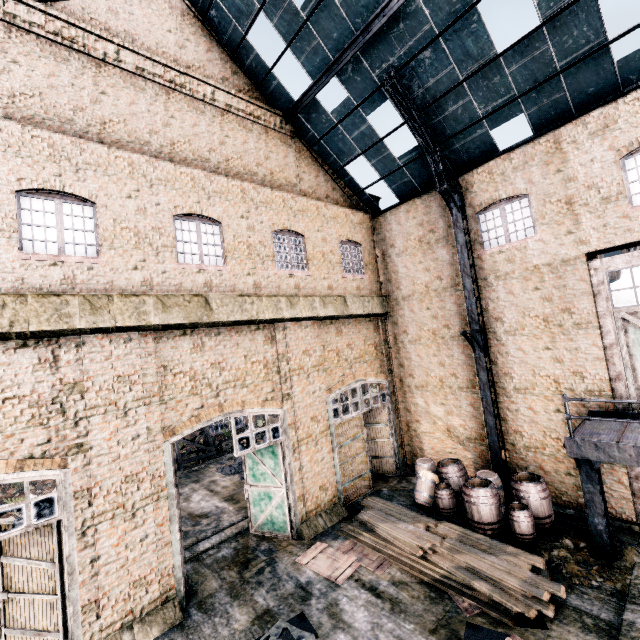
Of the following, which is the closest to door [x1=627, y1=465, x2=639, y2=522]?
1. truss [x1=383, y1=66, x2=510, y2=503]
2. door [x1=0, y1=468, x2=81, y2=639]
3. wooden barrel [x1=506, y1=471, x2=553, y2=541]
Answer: wooden barrel [x1=506, y1=471, x2=553, y2=541]

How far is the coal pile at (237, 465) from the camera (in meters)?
20.39

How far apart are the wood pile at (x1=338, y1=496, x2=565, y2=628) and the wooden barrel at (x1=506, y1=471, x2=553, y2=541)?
2.0m

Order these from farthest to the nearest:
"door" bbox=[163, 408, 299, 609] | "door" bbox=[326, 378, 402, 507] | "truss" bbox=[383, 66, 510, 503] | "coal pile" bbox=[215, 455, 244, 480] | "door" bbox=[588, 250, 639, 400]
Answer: "coal pile" bbox=[215, 455, 244, 480] < "door" bbox=[326, 378, 402, 507] < "truss" bbox=[383, 66, 510, 503] < "door" bbox=[588, 250, 639, 400] < "door" bbox=[163, 408, 299, 609]

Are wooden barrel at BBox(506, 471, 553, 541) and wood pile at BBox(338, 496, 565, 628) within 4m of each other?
yes

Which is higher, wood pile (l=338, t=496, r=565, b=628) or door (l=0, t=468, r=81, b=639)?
door (l=0, t=468, r=81, b=639)

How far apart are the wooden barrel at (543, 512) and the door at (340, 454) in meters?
5.6 m

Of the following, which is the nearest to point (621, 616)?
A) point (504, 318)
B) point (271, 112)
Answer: point (504, 318)
